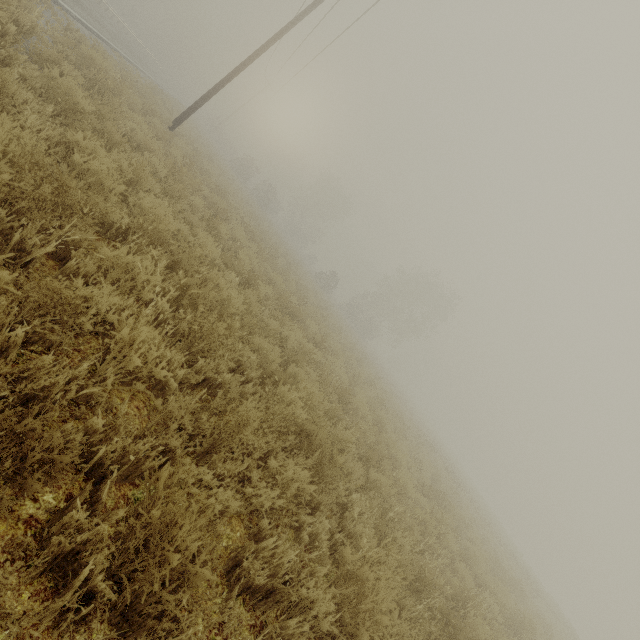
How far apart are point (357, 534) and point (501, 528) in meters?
39.1
